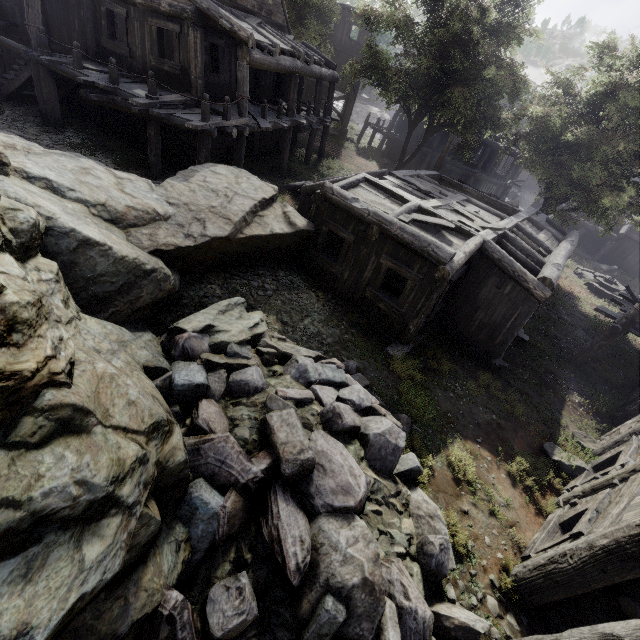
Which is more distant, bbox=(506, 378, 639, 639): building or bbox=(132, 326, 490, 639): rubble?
bbox=(506, 378, 639, 639): building

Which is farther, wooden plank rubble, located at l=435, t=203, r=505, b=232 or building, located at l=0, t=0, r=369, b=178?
building, located at l=0, t=0, r=369, b=178

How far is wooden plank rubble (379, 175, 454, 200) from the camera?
11.67m

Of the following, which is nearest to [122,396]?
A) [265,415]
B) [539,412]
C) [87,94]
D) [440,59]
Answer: [265,415]

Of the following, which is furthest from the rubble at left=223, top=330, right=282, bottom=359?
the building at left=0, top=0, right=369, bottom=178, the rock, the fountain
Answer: the fountain

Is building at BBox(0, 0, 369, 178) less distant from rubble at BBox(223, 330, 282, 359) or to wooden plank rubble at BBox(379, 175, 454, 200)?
wooden plank rubble at BBox(379, 175, 454, 200)

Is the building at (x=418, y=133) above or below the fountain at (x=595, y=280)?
above

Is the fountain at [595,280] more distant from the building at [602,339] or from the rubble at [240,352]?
the rubble at [240,352]
